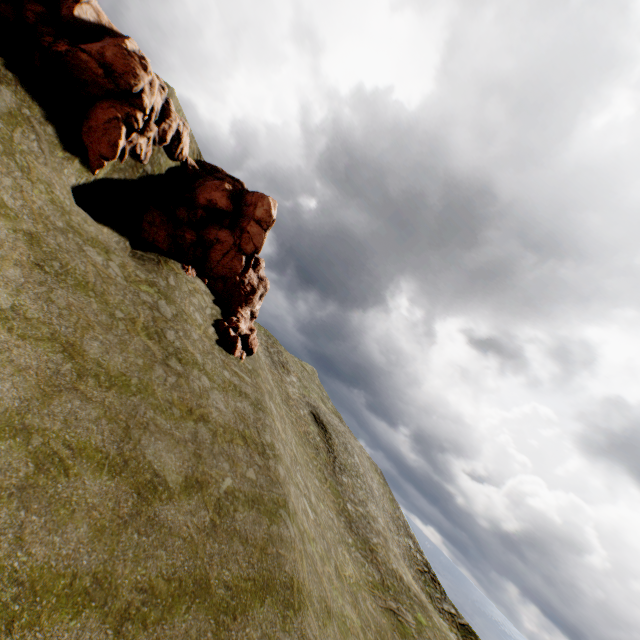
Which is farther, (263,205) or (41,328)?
(263,205)

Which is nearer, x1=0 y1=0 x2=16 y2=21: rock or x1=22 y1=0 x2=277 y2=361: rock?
x1=0 y1=0 x2=16 y2=21: rock

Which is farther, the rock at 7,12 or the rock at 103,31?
the rock at 103,31
